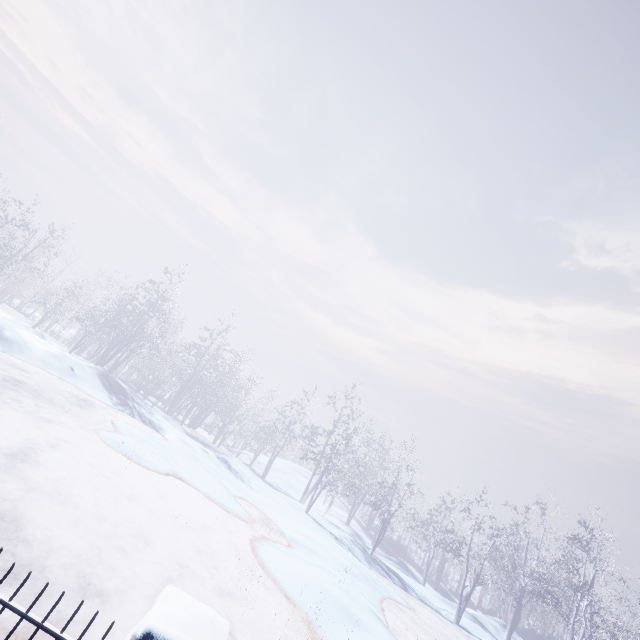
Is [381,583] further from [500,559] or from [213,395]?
[213,395]
